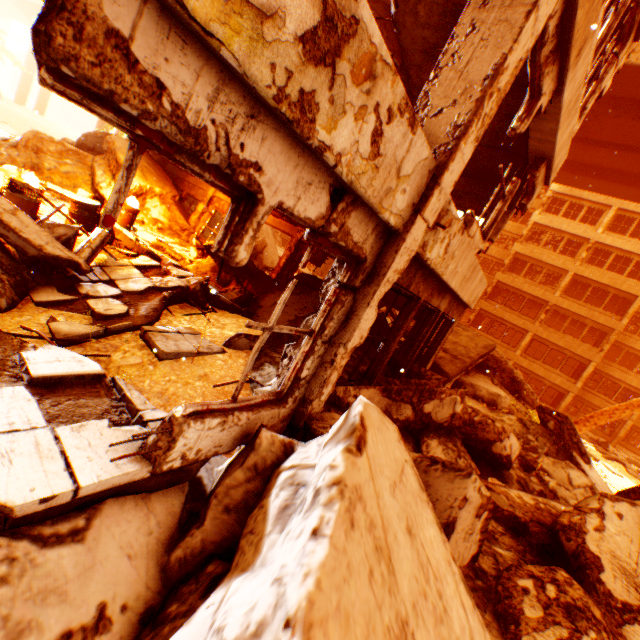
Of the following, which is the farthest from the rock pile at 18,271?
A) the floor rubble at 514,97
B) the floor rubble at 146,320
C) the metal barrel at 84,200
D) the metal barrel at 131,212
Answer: the floor rubble at 514,97

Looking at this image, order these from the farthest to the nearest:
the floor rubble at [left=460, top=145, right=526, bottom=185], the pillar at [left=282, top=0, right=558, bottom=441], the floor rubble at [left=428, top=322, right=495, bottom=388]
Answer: the floor rubble at [left=428, top=322, right=495, bottom=388], the floor rubble at [left=460, top=145, right=526, bottom=185], the pillar at [left=282, top=0, right=558, bottom=441]

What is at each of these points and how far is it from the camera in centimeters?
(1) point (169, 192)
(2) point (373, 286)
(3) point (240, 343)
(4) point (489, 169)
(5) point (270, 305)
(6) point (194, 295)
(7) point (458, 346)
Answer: (1) rock pile, 1233cm
(2) pillar, 307cm
(3) rock pile, 532cm
(4) floor rubble, 731cm
(5) rock pile, 732cm
(6) rock pile, 606cm
(7) floor rubble, 1030cm

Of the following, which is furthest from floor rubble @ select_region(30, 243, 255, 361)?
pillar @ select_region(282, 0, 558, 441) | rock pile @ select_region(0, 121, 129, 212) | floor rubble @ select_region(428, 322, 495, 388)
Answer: floor rubble @ select_region(428, 322, 495, 388)

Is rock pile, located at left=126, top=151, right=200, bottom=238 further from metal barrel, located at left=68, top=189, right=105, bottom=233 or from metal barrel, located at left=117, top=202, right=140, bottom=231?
metal barrel, located at left=68, top=189, right=105, bottom=233

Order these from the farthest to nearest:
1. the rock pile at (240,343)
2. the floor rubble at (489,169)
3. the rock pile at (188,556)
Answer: the floor rubble at (489,169)
the rock pile at (240,343)
the rock pile at (188,556)

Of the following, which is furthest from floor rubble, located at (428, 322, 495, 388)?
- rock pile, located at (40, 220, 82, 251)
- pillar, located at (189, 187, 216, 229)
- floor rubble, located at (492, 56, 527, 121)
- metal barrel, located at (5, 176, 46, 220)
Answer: metal barrel, located at (5, 176, 46, 220)

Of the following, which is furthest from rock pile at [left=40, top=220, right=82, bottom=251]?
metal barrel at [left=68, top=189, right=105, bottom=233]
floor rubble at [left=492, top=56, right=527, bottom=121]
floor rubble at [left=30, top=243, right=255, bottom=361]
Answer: floor rubble at [left=492, top=56, right=527, bottom=121]
